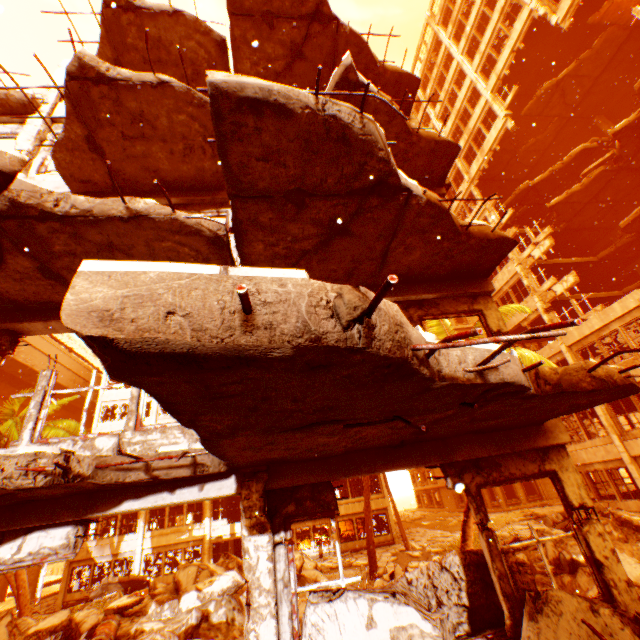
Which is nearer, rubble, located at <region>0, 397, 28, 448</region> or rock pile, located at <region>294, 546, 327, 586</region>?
rock pile, located at <region>294, 546, 327, 586</region>

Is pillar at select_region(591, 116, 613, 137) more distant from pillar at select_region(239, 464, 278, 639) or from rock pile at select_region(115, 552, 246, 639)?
pillar at select_region(239, 464, 278, 639)

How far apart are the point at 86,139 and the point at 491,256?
7.96m

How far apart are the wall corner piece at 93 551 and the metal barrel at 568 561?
27.7m

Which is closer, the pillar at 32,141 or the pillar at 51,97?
the pillar at 32,141

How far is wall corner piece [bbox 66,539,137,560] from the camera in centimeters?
2398cm

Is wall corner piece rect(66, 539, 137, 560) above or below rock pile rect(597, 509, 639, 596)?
above

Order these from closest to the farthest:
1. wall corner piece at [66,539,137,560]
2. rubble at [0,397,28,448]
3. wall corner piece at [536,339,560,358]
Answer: rubble at [0,397,28,448]
wall corner piece at [536,339,560,358]
wall corner piece at [66,539,137,560]
